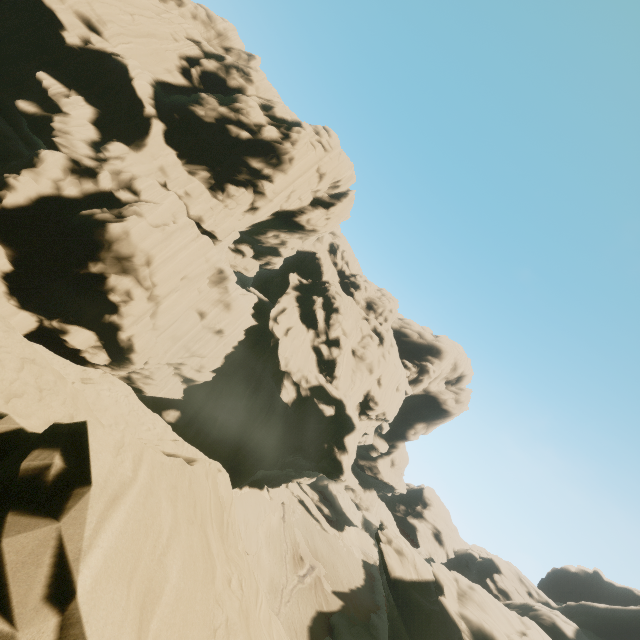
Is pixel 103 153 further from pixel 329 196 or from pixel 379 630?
pixel 379 630

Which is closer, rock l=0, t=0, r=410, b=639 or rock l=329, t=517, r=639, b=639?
rock l=0, t=0, r=410, b=639

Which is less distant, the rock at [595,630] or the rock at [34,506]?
the rock at [34,506]
